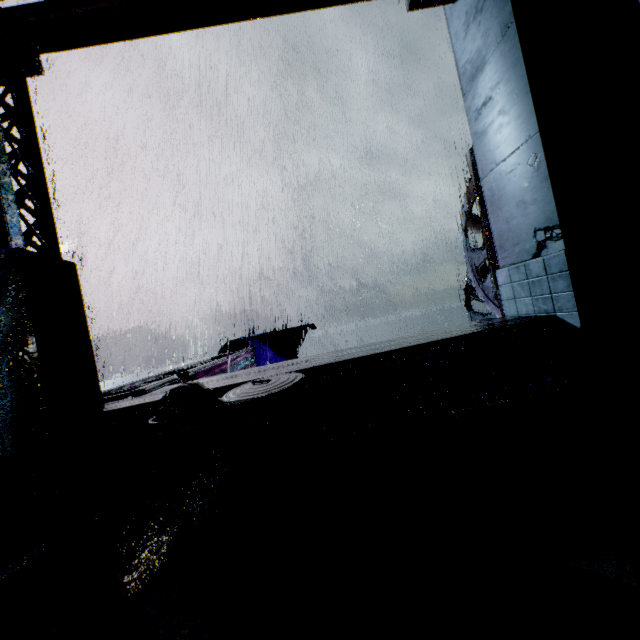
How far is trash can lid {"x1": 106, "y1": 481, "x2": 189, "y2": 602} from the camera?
2.2 meters

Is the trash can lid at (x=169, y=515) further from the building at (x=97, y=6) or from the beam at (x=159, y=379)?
the beam at (x=159, y=379)

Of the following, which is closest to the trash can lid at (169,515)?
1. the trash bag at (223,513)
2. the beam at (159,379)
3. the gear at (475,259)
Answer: the trash bag at (223,513)

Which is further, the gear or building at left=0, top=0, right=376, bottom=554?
the gear

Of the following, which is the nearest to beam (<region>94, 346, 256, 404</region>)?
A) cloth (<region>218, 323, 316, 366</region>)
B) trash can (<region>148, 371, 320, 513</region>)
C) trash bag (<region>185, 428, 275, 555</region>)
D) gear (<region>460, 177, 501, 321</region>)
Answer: cloth (<region>218, 323, 316, 366</region>)

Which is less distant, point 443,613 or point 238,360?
point 443,613

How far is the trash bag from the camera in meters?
2.3 m

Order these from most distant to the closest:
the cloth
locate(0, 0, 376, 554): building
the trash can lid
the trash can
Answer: the cloth < locate(0, 0, 376, 554): building < the trash can < the trash can lid
